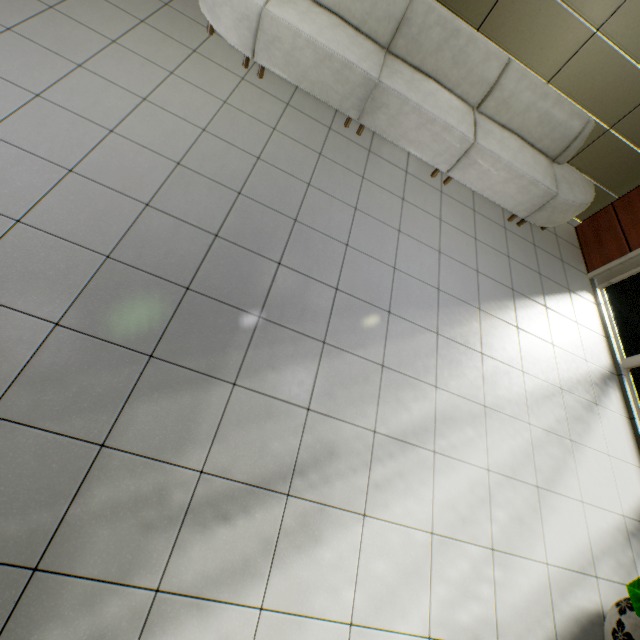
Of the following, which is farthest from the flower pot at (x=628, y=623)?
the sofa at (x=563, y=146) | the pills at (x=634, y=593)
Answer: the sofa at (x=563, y=146)

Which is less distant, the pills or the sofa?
the pills

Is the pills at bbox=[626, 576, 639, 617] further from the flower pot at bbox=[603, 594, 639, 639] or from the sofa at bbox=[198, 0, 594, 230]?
the sofa at bbox=[198, 0, 594, 230]

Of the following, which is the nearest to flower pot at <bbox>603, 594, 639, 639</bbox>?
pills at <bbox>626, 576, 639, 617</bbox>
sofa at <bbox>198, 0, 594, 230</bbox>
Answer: pills at <bbox>626, 576, 639, 617</bbox>

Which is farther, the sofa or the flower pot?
the sofa

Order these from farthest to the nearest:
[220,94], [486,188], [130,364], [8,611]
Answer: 1. [486,188]
2. [220,94]
3. [130,364]
4. [8,611]
